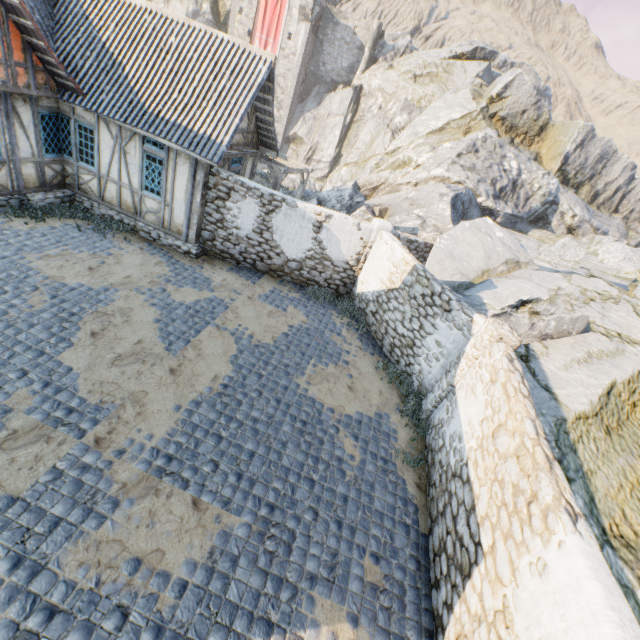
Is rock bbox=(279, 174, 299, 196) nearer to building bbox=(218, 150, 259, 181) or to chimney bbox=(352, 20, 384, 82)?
chimney bbox=(352, 20, 384, 82)

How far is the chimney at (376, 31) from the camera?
34.6m

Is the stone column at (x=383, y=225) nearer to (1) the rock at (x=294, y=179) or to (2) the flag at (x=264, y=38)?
(1) the rock at (x=294, y=179)

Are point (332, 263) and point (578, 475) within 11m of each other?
yes

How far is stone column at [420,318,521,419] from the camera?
7.00m

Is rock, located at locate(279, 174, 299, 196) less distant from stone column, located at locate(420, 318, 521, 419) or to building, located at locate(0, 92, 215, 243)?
stone column, located at locate(420, 318, 521, 419)

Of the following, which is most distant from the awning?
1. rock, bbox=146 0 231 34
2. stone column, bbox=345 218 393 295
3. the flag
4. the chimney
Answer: the chimney

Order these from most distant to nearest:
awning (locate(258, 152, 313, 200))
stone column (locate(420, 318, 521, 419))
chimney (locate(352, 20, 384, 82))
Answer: chimney (locate(352, 20, 384, 82)) → awning (locate(258, 152, 313, 200)) → stone column (locate(420, 318, 521, 419))
